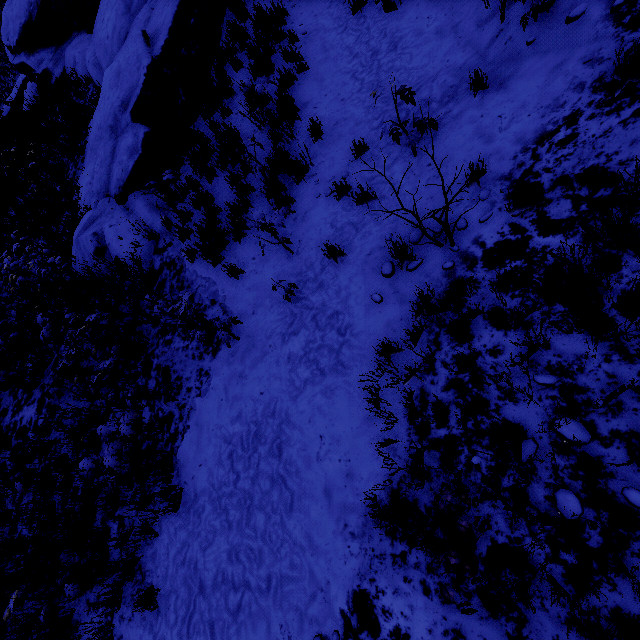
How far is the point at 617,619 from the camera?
2.00m
